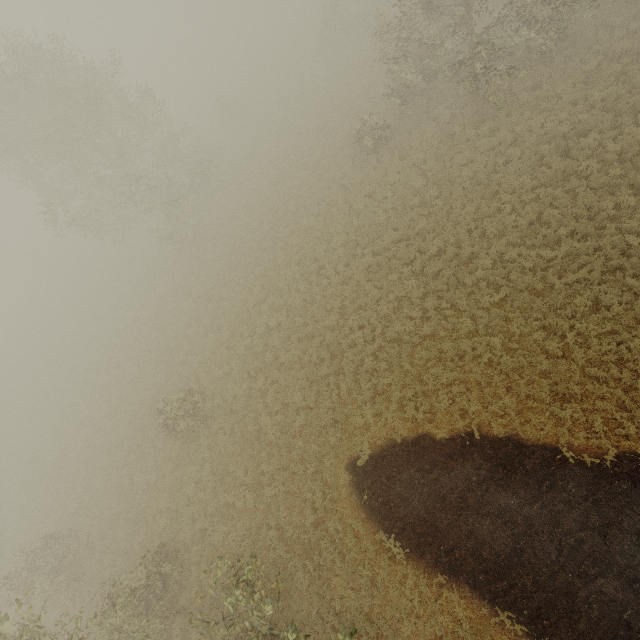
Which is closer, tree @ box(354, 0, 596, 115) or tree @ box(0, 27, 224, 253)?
tree @ box(354, 0, 596, 115)

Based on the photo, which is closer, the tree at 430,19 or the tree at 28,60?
the tree at 430,19

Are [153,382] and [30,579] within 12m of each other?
yes
